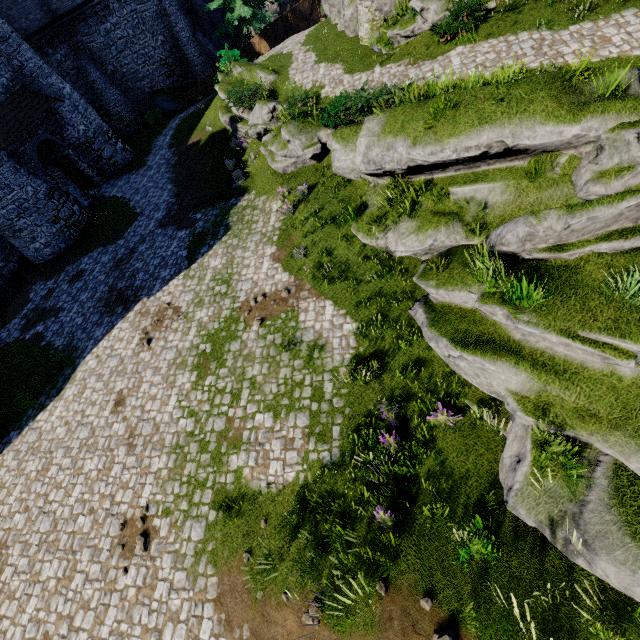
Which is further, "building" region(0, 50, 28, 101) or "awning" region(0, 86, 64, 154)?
"building" region(0, 50, 28, 101)

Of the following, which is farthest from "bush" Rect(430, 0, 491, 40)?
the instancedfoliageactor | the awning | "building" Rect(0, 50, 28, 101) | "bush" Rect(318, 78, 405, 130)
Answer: "building" Rect(0, 50, 28, 101)

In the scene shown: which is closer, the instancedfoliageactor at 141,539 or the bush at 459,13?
the instancedfoliageactor at 141,539

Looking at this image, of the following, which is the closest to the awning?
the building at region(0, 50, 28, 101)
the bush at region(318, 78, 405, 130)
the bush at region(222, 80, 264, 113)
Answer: the building at region(0, 50, 28, 101)

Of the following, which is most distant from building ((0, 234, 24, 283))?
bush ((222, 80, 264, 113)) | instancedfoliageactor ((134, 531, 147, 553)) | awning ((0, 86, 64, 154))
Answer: instancedfoliageactor ((134, 531, 147, 553))

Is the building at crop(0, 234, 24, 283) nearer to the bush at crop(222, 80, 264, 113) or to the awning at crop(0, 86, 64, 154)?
the awning at crop(0, 86, 64, 154)

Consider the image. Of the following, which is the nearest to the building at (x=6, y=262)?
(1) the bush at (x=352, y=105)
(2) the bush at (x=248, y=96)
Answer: (2) the bush at (x=248, y=96)

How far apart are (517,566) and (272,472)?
5.7 meters
